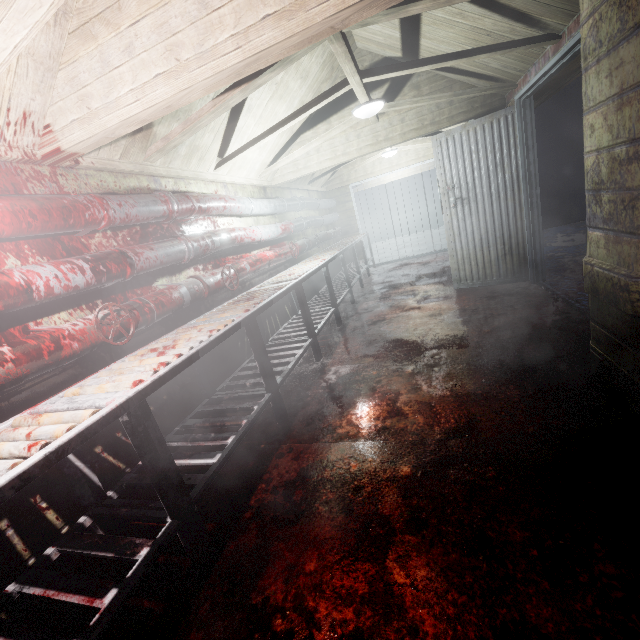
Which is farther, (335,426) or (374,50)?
(374,50)

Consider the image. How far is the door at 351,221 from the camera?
7.5m

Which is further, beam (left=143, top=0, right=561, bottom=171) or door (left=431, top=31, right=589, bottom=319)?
door (left=431, top=31, right=589, bottom=319)

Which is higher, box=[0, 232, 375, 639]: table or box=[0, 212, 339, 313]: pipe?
box=[0, 212, 339, 313]: pipe

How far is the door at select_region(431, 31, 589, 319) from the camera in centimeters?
326cm

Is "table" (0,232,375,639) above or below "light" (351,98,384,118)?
→ below

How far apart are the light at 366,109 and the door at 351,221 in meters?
4.1 m

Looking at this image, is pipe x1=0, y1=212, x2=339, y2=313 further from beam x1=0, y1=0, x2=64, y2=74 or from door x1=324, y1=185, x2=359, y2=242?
beam x1=0, y1=0, x2=64, y2=74
